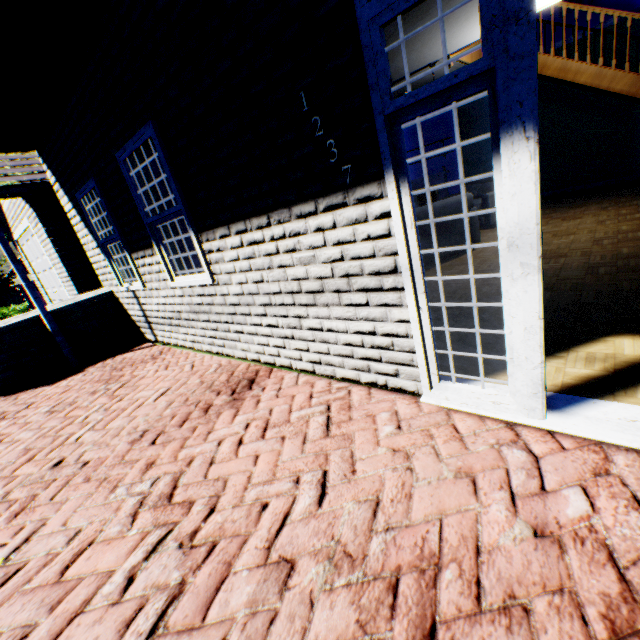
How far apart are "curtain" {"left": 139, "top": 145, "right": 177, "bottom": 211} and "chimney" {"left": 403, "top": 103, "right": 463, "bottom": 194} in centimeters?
894cm

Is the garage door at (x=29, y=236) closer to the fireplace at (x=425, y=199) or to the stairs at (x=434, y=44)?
the stairs at (x=434, y=44)

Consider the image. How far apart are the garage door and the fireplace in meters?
10.3 m

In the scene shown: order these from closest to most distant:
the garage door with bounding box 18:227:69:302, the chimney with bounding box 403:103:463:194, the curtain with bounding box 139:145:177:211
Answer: the curtain with bounding box 139:145:177:211
the garage door with bounding box 18:227:69:302
the chimney with bounding box 403:103:463:194

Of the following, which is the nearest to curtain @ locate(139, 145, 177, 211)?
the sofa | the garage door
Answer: the sofa

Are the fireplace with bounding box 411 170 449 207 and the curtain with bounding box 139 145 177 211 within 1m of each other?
no

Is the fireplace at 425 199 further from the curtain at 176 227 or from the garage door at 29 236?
the garage door at 29 236

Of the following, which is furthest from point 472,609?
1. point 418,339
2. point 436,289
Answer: point 436,289
